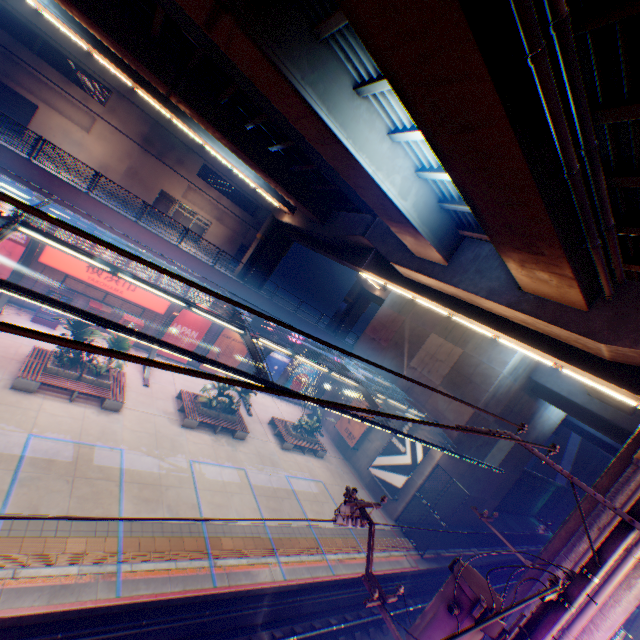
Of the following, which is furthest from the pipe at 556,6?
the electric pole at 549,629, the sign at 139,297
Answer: the sign at 139,297

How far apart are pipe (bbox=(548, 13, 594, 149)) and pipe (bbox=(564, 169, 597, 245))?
0.3m

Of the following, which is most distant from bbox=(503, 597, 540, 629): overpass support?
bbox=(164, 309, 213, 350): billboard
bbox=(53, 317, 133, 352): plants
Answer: bbox=(53, 317, 133, 352): plants

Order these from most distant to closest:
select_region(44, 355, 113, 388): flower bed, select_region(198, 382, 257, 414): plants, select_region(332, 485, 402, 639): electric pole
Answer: select_region(198, 382, 257, 414): plants < select_region(44, 355, 113, 388): flower bed < select_region(332, 485, 402, 639): electric pole

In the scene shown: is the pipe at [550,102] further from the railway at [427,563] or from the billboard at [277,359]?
the billboard at [277,359]

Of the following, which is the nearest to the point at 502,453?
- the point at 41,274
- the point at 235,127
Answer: the point at 235,127

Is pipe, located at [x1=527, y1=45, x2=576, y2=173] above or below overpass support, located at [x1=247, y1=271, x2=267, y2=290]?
above

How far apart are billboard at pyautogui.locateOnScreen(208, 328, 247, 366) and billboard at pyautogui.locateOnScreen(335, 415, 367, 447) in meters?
9.3 m
